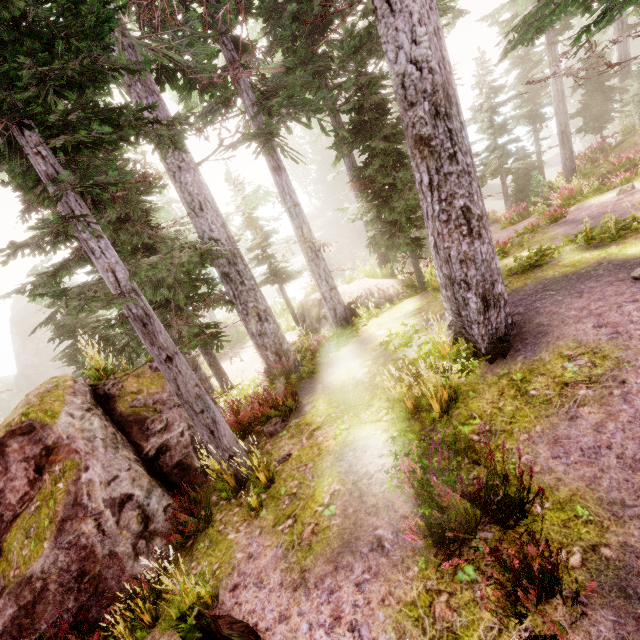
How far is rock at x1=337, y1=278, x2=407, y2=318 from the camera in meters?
14.4

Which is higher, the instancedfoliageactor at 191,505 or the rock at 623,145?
the rock at 623,145

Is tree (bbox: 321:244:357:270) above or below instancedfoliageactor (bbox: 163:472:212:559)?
below

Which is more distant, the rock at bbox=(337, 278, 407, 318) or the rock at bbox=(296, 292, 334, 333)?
the rock at bbox=(296, 292, 334, 333)

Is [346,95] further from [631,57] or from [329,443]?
[329,443]

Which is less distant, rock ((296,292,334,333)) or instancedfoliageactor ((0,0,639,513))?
instancedfoliageactor ((0,0,639,513))

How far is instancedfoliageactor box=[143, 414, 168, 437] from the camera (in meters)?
7.36

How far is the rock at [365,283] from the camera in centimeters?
1442cm
